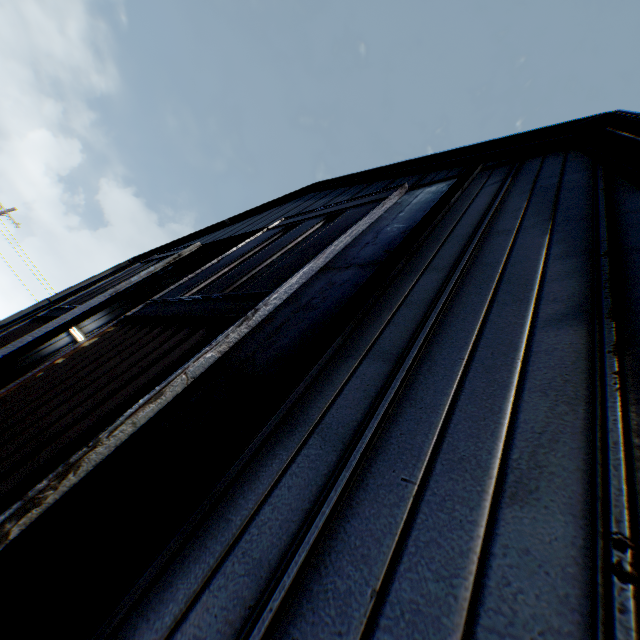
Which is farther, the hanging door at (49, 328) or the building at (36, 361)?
the building at (36, 361)

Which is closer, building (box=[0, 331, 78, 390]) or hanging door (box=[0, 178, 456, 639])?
hanging door (box=[0, 178, 456, 639])

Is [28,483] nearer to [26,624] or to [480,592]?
[26,624]

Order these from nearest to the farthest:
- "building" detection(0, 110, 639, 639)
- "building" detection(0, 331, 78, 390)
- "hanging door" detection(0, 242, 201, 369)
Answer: "building" detection(0, 110, 639, 639), "hanging door" detection(0, 242, 201, 369), "building" detection(0, 331, 78, 390)
